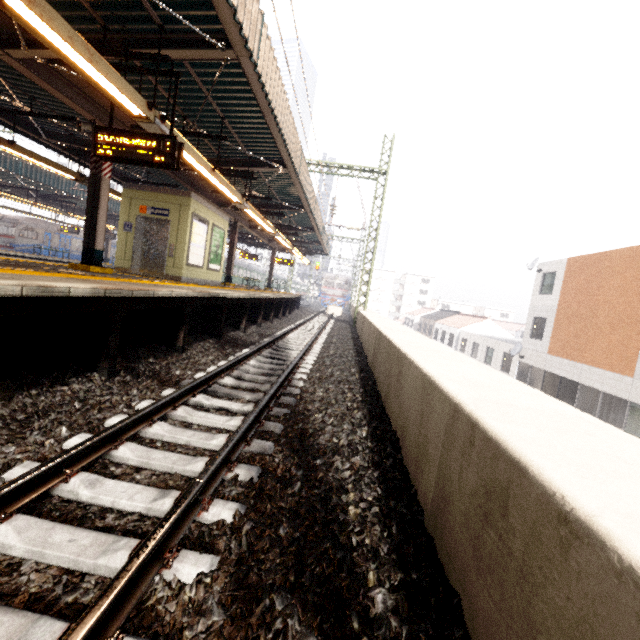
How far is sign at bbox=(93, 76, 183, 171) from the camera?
5.61m

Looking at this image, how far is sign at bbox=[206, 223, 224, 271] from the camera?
12.4m

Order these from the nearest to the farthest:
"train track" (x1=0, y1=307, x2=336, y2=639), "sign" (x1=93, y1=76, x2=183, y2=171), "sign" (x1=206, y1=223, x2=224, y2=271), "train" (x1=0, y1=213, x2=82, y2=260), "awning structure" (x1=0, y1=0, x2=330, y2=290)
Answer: "train track" (x1=0, y1=307, x2=336, y2=639) → "awning structure" (x1=0, y1=0, x2=330, y2=290) → "sign" (x1=93, y1=76, x2=183, y2=171) → "sign" (x1=206, y1=223, x2=224, y2=271) → "train" (x1=0, y1=213, x2=82, y2=260)

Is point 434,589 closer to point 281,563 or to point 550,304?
point 281,563

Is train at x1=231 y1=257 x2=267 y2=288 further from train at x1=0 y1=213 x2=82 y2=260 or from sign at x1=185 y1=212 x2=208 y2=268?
sign at x1=185 y1=212 x2=208 y2=268

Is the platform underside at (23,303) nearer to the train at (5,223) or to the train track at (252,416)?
the train track at (252,416)

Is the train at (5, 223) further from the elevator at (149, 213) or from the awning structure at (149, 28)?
the elevator at (149, 213)

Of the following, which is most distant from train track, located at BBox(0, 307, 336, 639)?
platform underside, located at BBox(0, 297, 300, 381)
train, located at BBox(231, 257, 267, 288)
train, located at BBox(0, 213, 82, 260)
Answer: train, located at BBox(231, 257, 267, 288)
